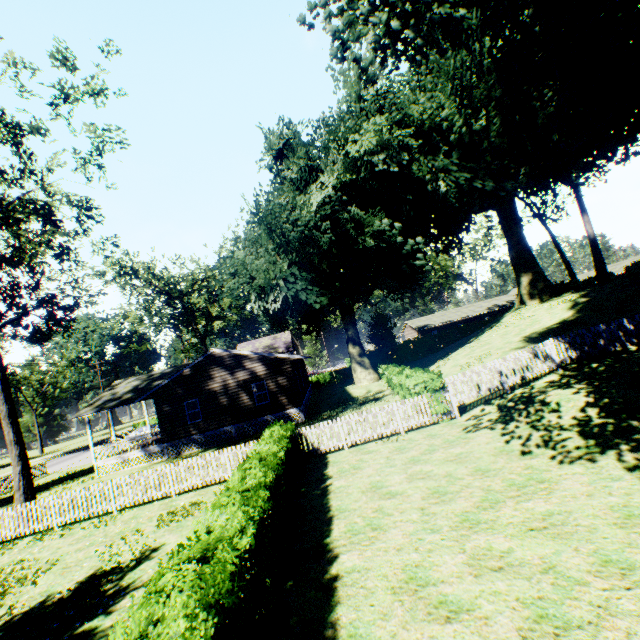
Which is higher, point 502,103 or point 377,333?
point 502,103

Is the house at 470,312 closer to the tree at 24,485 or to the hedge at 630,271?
the hedge at 630,271

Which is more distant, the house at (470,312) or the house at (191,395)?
the house at (470,312)

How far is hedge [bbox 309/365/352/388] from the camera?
47.4m

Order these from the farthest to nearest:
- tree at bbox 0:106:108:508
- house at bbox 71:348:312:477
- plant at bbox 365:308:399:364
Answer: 1. plant at bbox 365:308:399:364
2. house at bbox 71:348:312:477
3. tree at bbox 0:106:108:508

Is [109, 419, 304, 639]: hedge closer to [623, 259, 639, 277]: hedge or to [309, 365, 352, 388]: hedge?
[309, 365, 352, 388]: hedge

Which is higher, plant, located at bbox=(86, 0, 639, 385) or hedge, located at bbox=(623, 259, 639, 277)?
plant, located at bbox=(86, 0, 639, 385)

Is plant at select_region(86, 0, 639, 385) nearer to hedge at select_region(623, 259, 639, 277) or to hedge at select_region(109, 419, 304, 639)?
hedge at select_region(623, 259, 639, 277)
